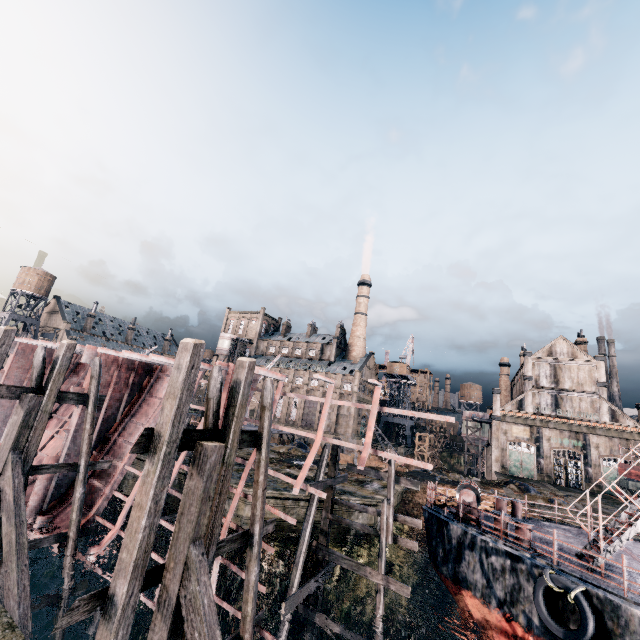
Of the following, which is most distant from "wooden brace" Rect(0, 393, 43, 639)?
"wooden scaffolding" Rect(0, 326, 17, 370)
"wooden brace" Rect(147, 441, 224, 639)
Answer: "wooden brace" Rect(147, 441, 224, 639)

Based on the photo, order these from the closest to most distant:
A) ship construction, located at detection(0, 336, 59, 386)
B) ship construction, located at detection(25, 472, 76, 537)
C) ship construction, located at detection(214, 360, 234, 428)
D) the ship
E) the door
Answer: the ship < ship construction, located at detection(214, 360, 234, 428) < ship construction, located at detection(25, 472, 76, 537) < ship construction, located at detection(0, 336, 59, 386) < the door

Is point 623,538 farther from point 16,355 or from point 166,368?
point 16,355

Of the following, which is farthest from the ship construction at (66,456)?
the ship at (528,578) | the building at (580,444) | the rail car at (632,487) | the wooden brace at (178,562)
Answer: the rail car at (632,487)

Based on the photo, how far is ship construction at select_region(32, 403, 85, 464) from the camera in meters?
17.3 m

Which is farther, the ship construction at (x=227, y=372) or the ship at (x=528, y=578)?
the ship construction at (x=227, y=372)

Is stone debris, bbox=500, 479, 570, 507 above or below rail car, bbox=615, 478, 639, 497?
below

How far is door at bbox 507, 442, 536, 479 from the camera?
50.8m
